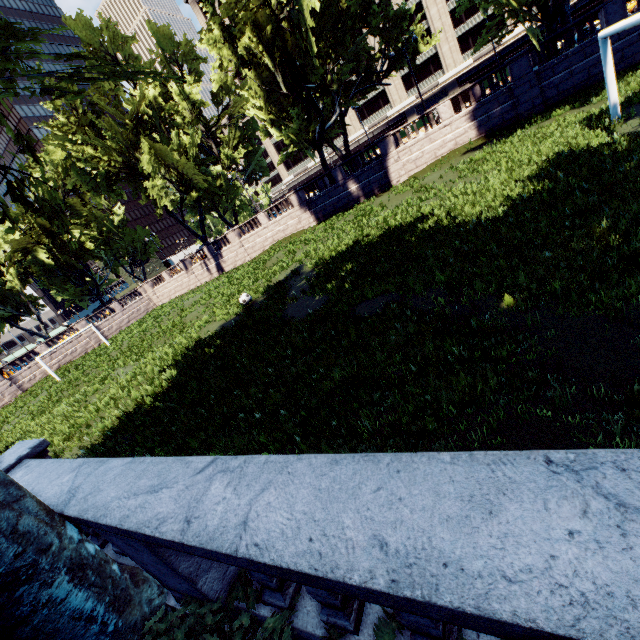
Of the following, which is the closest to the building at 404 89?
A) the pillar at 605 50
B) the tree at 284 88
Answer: the tree at 284 88

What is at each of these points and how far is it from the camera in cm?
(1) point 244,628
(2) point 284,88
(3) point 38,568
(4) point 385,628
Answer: (1) bush, 282
(2) tree, 2595
(3) tree, 275
(4) bush, 217

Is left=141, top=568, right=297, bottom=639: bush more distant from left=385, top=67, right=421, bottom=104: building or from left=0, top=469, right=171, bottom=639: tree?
left=385, top=67, right=421, bottom=104: building

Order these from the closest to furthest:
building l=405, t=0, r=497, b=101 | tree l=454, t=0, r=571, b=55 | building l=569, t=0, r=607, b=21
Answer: tree l=454, t=0, r=571, b=55, building l=569, t=0, r=607, b=21, building l=405, t=0, r=497, b=101

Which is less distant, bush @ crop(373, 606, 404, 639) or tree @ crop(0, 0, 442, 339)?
bush @ crop(373, 606, 404, 639)

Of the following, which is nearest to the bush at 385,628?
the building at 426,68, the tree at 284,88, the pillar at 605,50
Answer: the tree at 284,88

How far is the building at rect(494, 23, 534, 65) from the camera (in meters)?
50.38
